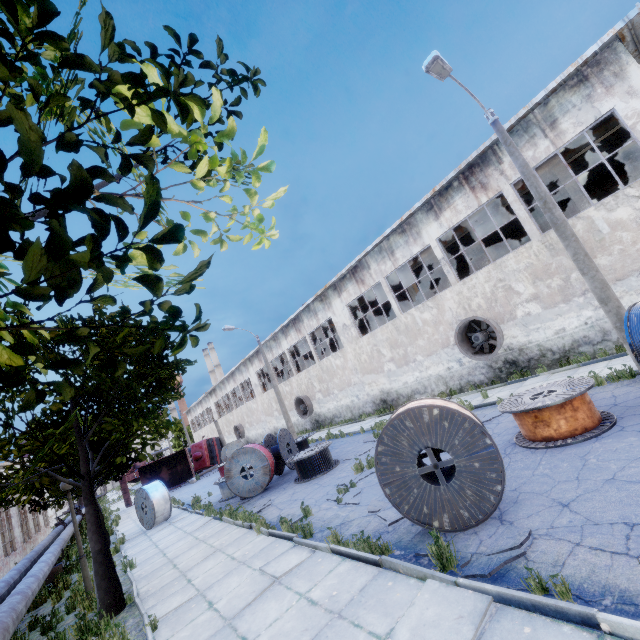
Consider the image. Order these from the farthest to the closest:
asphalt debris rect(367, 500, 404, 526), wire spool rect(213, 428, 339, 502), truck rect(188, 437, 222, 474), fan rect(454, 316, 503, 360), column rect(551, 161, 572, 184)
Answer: truck rect(188, 437, 222, 474) → fan rect(454, 316, 503, 360) → column rect(551, 161, 572, 184) → wire spool rect(213, 428, 339, 502) → asphalt debris rect(367, 500, 404, 526)

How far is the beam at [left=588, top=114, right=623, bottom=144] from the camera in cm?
1312

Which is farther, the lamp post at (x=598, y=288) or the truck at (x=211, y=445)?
the truck at (x=211, y=445)

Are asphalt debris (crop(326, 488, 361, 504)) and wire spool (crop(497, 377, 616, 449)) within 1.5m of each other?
no

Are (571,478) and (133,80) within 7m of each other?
no

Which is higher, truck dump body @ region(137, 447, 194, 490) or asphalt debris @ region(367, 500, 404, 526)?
truck dump body @ region(137, 447, 194, 490)

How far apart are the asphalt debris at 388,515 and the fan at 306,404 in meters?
21.0

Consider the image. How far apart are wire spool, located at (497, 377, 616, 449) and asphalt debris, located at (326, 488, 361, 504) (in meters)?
4.13
